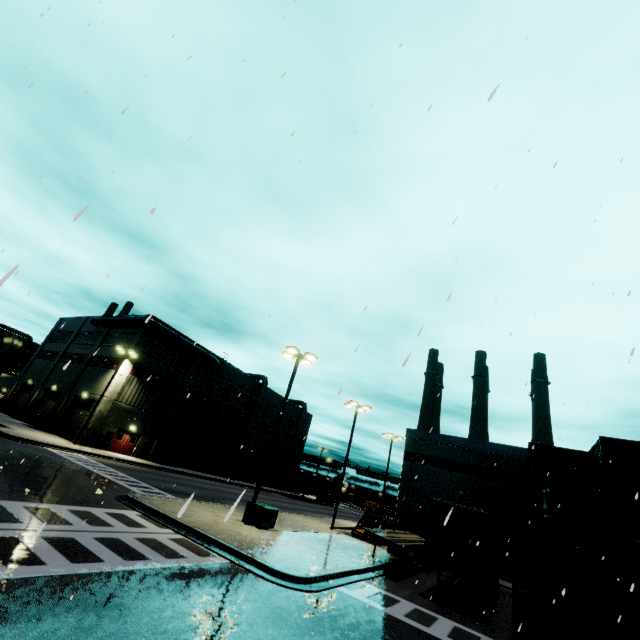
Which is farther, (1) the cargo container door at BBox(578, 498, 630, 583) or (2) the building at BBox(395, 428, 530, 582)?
(2) the building at BBox(395, 428, 530, 582)

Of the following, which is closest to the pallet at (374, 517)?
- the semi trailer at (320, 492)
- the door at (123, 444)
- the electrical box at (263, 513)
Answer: the door at (123, 444)

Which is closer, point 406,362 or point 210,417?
point 406,362

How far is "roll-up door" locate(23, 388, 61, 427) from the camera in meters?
38.2

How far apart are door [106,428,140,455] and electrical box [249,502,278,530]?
24.2m

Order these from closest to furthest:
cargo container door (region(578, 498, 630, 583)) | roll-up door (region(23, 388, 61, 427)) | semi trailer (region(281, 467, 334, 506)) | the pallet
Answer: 1. cargo container door (region(578, 498, 630, 583))
2. the pallet
3. roll-up door (region(23, 388, 61, 427))
4. semi trailer (region(281, 467, 334, 506))

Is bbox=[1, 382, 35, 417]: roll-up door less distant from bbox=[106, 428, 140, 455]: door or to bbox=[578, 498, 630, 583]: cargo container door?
bbox=[106, 428, 140, 455]: door

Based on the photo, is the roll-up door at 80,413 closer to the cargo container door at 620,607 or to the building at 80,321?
the building at 80,321
